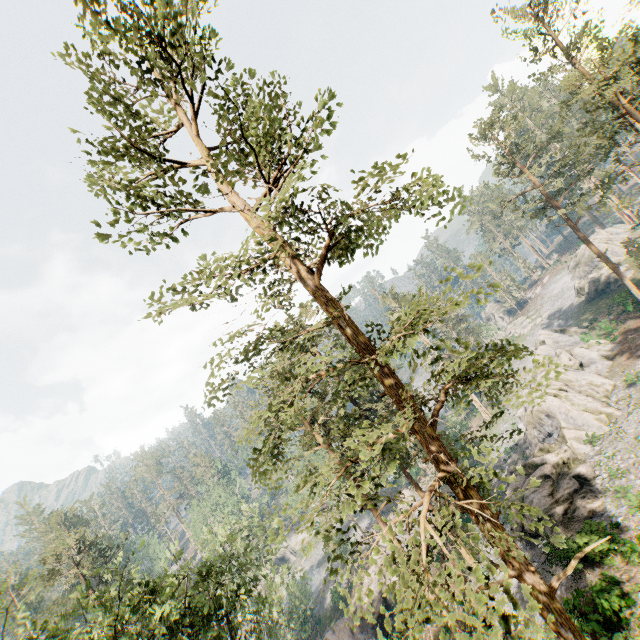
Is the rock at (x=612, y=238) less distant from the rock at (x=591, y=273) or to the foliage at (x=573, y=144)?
the rock at (x=591, y=273)

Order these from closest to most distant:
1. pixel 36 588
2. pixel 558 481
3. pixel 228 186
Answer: pixel 228 186 < pixel 558 481 < pixel 36 588

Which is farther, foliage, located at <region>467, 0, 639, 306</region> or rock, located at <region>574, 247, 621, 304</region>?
rock, located at <region>574, 247, 621, 304</region>

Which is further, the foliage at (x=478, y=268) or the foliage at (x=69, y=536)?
the foliage at (x=69, y=536)

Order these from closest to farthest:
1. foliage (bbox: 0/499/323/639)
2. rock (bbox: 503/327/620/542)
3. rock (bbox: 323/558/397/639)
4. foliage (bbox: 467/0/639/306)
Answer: foliage (bbox: 0/499/323/639), foliage (bbox: 467/0/639/306), rock (bbox: 503/327/620/542), rock (bbox: 323/558/397/639)

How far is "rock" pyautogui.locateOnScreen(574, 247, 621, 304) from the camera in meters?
49.3

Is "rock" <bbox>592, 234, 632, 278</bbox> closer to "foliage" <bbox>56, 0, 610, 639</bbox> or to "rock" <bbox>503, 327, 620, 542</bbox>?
"rock" <bbox>503, 327, 620, 542</bbox>
